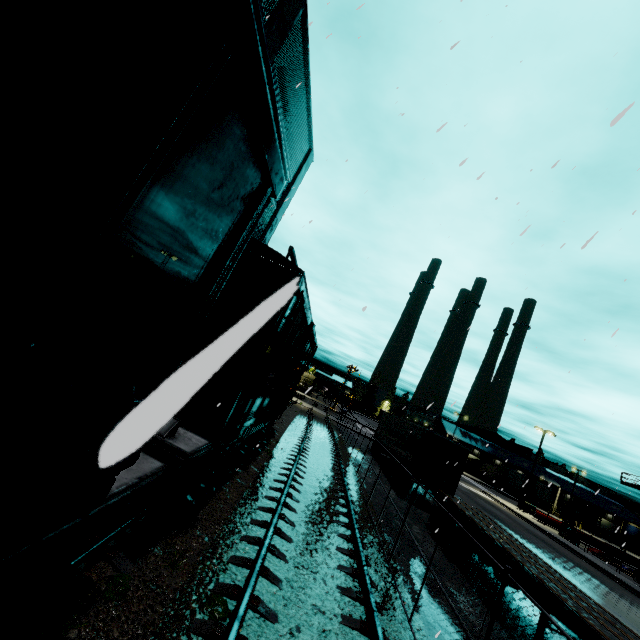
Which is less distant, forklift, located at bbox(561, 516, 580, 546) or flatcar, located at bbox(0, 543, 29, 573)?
flatcar, located at bbox(0, 543, 29, 573)

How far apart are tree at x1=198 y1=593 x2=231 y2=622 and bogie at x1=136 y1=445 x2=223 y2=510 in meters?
1.6

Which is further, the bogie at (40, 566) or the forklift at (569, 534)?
the forklift at (569, 534)

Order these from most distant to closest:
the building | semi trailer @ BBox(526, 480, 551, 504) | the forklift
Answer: semi trailer @ BBox(526, 480, 551, 504) < the forklift < the building

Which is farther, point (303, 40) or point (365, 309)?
point (303, 40)

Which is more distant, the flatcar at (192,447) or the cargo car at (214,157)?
the flatcar at (192,447)

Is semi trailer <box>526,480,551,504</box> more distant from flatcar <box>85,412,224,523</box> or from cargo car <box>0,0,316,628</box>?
flatcar <box>85,412,224,523</box>

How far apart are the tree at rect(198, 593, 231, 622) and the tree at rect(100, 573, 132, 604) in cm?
98
